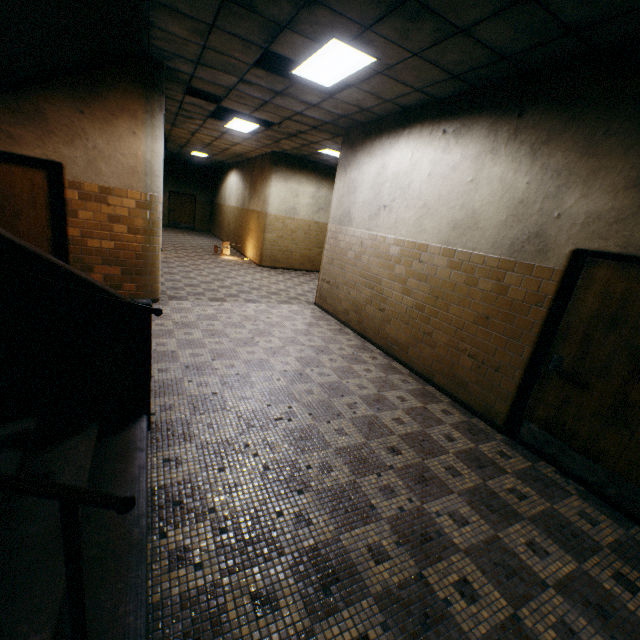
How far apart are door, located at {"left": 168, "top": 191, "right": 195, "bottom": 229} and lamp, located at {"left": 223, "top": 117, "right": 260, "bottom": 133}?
13.6 meters

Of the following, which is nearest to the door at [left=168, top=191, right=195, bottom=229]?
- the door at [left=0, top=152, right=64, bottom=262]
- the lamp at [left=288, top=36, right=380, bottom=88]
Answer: the door at [left=0, top=152, right=64, bottom=262]

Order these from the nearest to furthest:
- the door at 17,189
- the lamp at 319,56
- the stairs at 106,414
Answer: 1. the stairs at 106,414
2. the lamp at 319,56
3. the door at 17,189

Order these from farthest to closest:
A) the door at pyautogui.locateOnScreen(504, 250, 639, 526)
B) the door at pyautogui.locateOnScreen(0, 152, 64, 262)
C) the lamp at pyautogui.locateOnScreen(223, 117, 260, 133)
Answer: the lamp at pyautogui.locateOnScreen(223, 117, 260, 133), the door at pyautogui.locateOnScreen(0, 152, 64, 262), the door at pyautogui.locateOnScreen(504, 250, 639, 526)

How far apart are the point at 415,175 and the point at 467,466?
4.2 meters

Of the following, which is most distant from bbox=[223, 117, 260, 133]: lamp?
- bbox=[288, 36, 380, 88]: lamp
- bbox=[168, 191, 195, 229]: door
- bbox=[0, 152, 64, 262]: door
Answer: bbox=[168, 191, 195, 229]: door

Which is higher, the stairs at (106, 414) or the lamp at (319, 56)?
the lamp at (319, 56)

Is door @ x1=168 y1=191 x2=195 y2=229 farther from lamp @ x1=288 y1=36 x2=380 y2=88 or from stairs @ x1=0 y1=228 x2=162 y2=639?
lamp @ x1=288 y1=36 x2=380 y2=88
